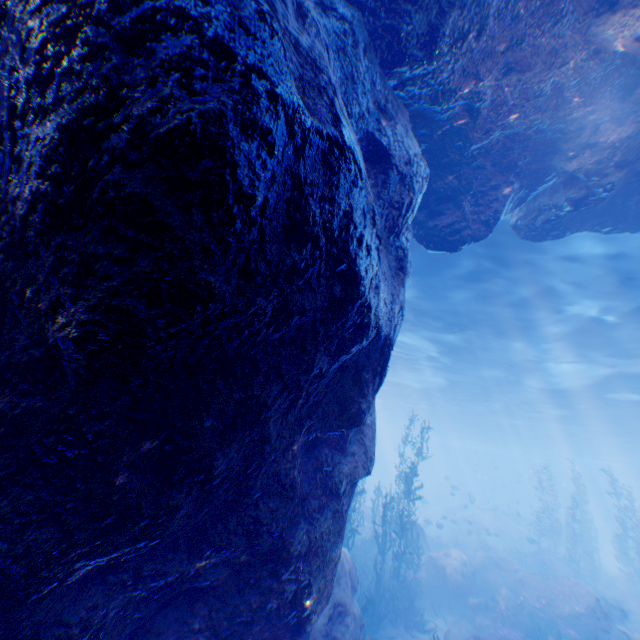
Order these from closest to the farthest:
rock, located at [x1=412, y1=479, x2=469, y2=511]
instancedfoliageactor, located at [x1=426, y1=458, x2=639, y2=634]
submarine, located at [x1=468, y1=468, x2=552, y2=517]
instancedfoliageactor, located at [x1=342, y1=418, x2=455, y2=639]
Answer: instancedfoliageactor, located at [x1=342, y1=418, x2=455, y2=639] → instancedfoliageactor, located at [x1=426, y1=458, x2=639, y2=634] → rock, located at [x1=412, y1=479, x2=469, y2=511] → submarine, located at [x1=468, y1=468, x2=552, y2=517]

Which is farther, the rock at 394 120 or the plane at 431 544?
the plane at 431 544

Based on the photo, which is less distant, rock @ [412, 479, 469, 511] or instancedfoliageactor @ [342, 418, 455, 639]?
instancedfoliageactor @ [342, 418, 455, 639]

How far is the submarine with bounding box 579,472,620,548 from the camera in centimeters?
4257cm

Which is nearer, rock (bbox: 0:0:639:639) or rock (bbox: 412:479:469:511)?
rock (bbox: 0:0:639:639)

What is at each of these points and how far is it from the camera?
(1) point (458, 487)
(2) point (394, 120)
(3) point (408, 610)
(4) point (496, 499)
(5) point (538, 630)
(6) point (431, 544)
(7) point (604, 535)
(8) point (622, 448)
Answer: (1) rock, 50.3 meters
(2) rock, 4.6 meters
(3) instancedfoliageactor, 12.1 meters
(4) submarine, 56.8 meters
(5) instancedfoliageactor, 11.3 meters
(6) plane, 22.4 meters
(7) submarine, 43.1 meters
(8) light, 36.8 meters

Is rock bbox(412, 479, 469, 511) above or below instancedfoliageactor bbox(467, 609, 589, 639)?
above

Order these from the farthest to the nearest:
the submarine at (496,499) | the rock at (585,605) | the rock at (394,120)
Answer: the submarine at (496,499) < the rock at (585,605) < the rock at (394,120)
